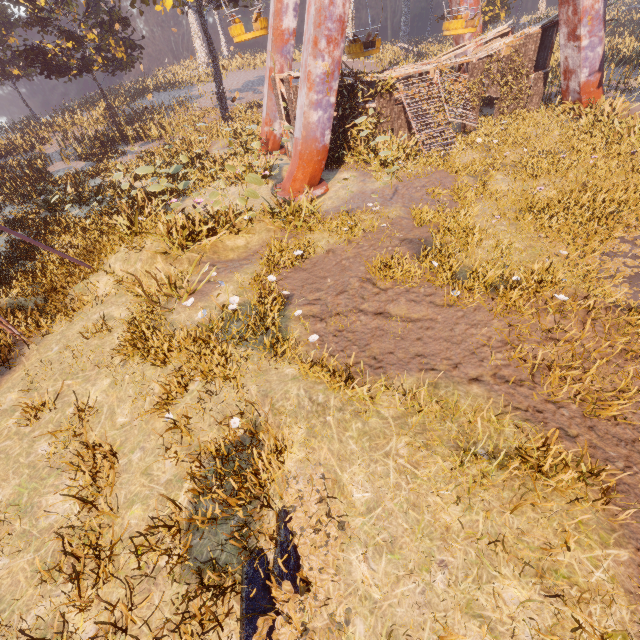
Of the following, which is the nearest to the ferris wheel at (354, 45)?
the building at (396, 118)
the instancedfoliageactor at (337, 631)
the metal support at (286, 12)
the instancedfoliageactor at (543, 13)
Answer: the metal support at (286, 12)

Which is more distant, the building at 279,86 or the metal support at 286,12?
the metal support at 286,12

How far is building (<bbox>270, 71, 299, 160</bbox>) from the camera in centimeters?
1404cm

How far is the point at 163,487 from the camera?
5.0m

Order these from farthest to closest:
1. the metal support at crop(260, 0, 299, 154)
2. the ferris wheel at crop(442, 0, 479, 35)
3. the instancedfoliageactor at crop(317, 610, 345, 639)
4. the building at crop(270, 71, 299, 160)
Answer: the metal support at crop(260, 0, 299, 154) → the ferris wheel at crop(442, 0, 479, 35) → the building at crop(270, 71, 299, 160) → the instancedfoliageactor at crop(317, 610, 345, 639)

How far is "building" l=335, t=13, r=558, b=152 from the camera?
15.12m

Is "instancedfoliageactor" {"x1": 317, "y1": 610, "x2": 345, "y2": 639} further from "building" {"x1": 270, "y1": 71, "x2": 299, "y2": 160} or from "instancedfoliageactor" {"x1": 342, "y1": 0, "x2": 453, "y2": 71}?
"building" {"x1": 270, "y1": 71, "x2": 299, "y2": 160}

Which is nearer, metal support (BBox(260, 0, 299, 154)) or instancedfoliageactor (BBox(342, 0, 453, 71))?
metal support (BBox(260, 0, 299, 154))
